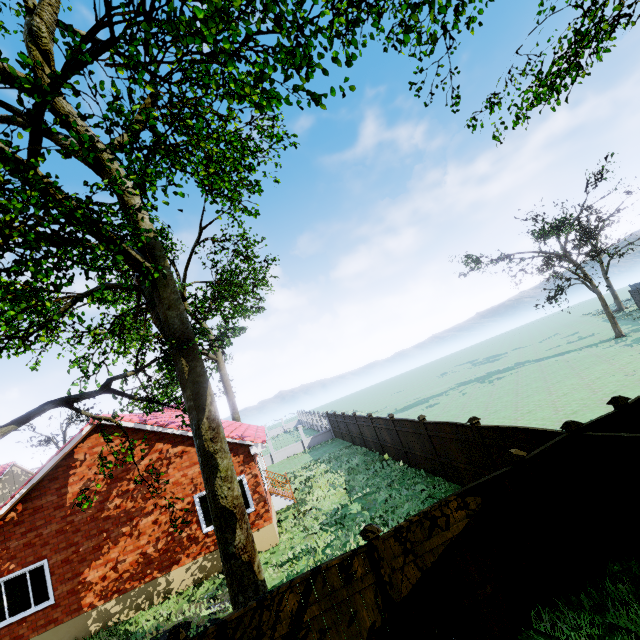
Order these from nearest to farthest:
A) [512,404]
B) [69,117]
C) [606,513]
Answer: [69,117]
[606,513]
[512,404]

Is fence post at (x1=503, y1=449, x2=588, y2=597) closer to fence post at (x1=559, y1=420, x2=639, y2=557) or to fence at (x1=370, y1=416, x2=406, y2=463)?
fence at (x1=370, y1=416, x2=406, y2=463)

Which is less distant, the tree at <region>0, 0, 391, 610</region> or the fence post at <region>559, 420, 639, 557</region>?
the tree at <region>0, 0, 391, 610</region>

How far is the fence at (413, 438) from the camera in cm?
1295

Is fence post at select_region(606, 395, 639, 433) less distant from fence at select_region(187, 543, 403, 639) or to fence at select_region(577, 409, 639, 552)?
fence at select_region(577, 409, 639, 552)

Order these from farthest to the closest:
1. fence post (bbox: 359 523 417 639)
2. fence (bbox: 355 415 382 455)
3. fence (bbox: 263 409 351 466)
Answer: fence (bbox: 263 409 351 466) → fence (bbox: 355 415 382 455) → fence post (bbox: 359 523 417 639)

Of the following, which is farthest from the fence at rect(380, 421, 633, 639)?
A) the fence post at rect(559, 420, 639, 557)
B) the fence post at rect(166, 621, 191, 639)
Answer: the fence post at rect(166, 621, 191, 639)
